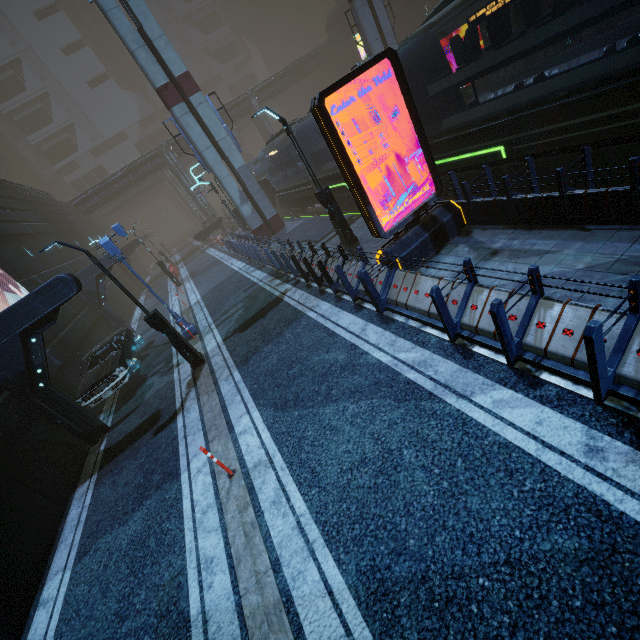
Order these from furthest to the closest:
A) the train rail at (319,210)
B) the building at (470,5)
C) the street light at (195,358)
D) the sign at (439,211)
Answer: the building at (470,5), the train rail at (319,210), the street light at (195,358), the sign at (439,211)

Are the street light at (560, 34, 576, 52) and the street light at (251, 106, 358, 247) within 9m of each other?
no

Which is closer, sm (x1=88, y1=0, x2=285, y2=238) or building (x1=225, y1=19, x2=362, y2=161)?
sm (x1=88, y1=0, x2=285, y2=238)

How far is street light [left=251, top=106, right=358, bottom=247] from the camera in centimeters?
1082cm

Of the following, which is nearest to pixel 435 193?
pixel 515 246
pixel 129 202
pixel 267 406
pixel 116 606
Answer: pixel 515 246

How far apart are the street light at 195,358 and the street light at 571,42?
21.5 meters

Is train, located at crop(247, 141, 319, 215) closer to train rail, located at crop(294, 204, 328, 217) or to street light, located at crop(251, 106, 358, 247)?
train rail, located at crop(294, 204, 328, 217)

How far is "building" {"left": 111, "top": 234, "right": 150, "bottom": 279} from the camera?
35.6 meters
